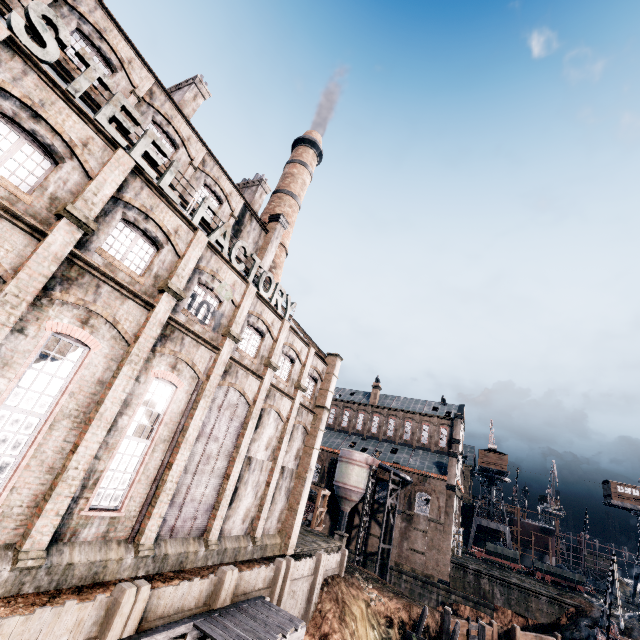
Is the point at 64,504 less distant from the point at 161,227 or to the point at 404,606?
the point at 161,227

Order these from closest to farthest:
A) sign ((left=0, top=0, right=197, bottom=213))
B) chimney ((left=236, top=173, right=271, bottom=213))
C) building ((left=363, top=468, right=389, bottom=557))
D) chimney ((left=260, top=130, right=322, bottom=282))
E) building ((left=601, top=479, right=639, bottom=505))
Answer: Result:
sign ((left=0, top=0, right=197, bottom=213))
chimney ((left=236, top=173, right=271, bottom=213))
chimney ((left=260, top=130, right=322, bottom=282))
building ((left=363, top=468, right=389, bottom=557))
building ((left=601, top=479, right=639, bottom=505))

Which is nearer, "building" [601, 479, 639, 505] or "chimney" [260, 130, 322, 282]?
"chimney" [260, 130, 322, 282]

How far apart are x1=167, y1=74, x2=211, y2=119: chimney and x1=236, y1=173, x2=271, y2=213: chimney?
7.6m

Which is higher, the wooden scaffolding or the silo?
the silo

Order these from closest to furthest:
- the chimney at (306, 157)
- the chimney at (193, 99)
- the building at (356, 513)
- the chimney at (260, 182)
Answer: the chimney at (193, 99)
the chimney at (260, 182)
the chimney at (306, 157)
the building at (356, 513)

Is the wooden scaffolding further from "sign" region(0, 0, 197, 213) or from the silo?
the silo

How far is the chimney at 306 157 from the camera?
34.7m
